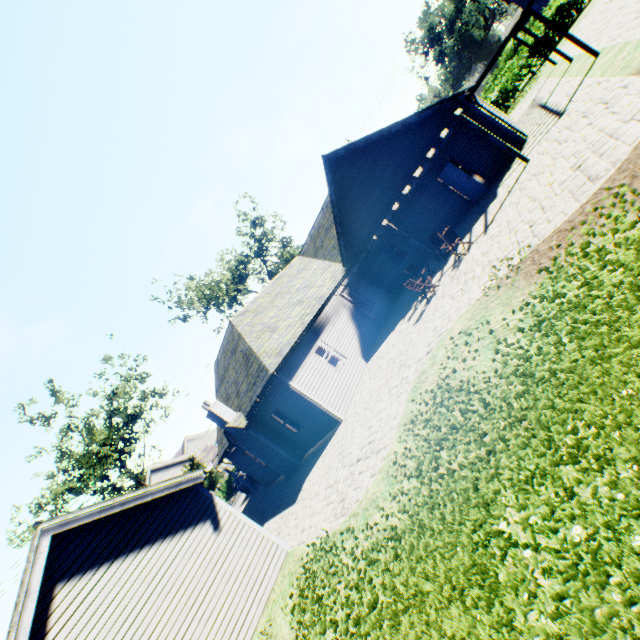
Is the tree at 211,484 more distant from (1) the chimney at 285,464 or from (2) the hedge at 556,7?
(1) the chimney at 285,464

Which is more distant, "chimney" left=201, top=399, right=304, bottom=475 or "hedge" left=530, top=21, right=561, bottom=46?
"hedge" left=530, top=21, right=561, bottom=46

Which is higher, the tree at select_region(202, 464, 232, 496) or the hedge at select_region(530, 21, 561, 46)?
the tree at select_region(202, 464, 232, 496)

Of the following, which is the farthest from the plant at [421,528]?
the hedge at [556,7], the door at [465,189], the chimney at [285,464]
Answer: the door at [465,189]

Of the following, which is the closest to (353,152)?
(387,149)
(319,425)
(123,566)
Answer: (387,149)

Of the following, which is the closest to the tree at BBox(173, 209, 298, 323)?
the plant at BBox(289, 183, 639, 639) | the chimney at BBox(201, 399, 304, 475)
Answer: the plant at BBox(289, 183, 639, 639)

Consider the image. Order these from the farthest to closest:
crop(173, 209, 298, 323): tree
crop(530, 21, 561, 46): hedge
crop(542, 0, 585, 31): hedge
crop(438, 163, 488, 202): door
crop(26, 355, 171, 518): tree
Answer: crop(173, 209, 298, 323): tree, crop(530, 21, 561, 46): hedge, crop(542, 0, 585, 31): hedge, crop(26, 355, 171, 518): tree, crop(438, 163, 488, 202): door
